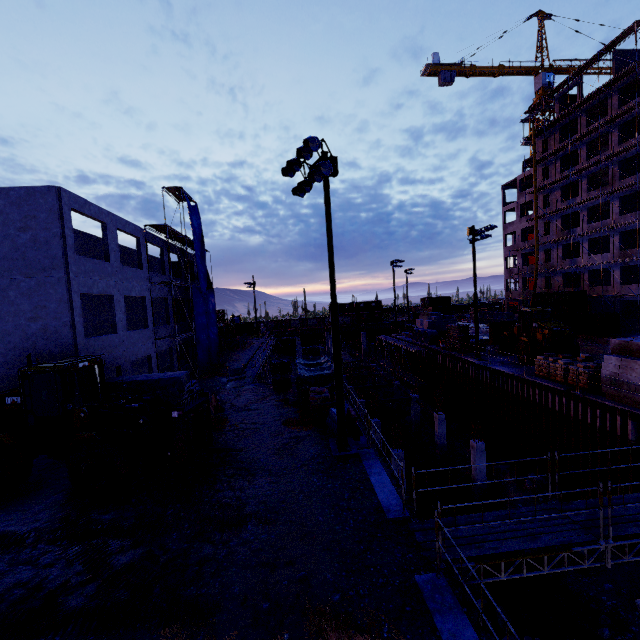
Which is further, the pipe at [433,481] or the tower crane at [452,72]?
the tower crane at [452,72]

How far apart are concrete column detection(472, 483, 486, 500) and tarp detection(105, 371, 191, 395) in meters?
16.6 m

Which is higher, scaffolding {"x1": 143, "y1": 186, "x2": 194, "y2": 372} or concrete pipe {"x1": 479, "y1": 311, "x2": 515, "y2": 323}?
Answer: scaffolding {"x1": 143, "y1": 186, "x2": 194, "y2": 372}

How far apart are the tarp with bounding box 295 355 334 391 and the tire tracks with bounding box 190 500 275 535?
9.25m

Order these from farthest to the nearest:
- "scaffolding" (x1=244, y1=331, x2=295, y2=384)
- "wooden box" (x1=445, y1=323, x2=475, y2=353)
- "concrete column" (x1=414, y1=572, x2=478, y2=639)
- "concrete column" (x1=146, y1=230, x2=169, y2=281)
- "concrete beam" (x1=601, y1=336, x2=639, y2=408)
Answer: "wooden box" (x1=445, y1=323, x2=475, y2=353), "scaffolding" (x1=244, y1=331, x2=295, y2=384), "concrete column" (x1=146, y1=230, x2=169, y2=281), "concrete beam" (x1=601, y1=336, x2=639, y2=408), "concrete column" (x1=414, y1=572, x2=478, y2=639)

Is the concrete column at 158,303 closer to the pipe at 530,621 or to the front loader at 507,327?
the pipe at 530,621

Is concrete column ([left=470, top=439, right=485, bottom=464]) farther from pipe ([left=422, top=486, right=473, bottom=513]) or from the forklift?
the forklift

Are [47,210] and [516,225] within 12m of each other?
no
